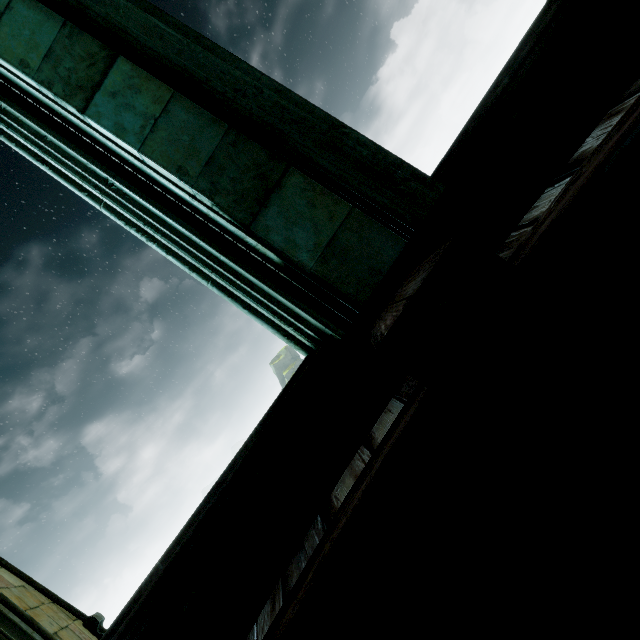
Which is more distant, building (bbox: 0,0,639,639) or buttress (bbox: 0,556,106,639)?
buttress (bbox: 0,556,106,639)

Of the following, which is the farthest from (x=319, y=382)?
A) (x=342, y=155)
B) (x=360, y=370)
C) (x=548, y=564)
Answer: (x=548, y=564)

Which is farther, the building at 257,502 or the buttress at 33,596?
the buttress at 33,596
